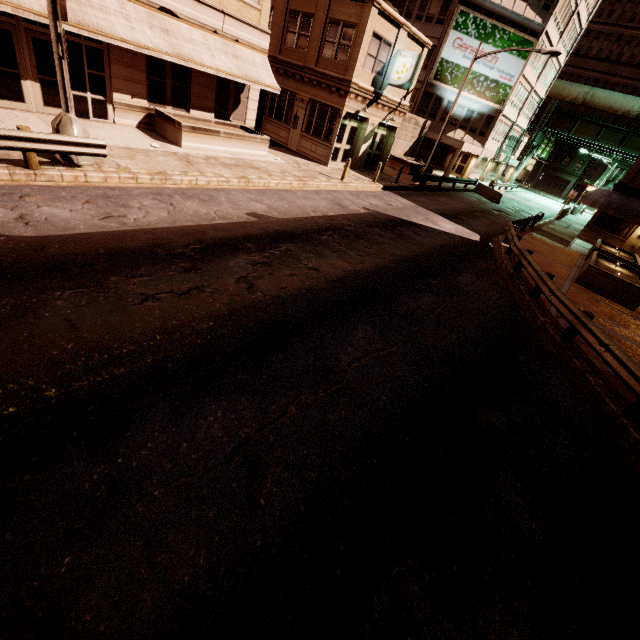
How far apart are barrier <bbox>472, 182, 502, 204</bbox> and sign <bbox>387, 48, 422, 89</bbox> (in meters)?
16.39

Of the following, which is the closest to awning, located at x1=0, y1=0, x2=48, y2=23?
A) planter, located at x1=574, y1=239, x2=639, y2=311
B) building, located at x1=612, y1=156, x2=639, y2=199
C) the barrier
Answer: planter, located at x1=574, y1=239, x2=639, y2=311

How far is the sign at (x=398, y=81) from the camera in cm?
Result: 1912

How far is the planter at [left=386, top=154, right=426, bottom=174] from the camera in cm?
2893

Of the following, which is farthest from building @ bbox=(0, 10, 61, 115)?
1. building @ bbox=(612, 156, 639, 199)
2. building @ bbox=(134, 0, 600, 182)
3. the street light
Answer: building @ bbox=(612, 156, 639, 199)

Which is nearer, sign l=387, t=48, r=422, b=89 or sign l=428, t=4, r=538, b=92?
sign l=387, t=48, r=422, b=89

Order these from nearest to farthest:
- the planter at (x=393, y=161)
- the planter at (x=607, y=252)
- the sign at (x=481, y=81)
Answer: the planter at (x=607, y=252) → the planter at (x=393, y=161) → the sign at (x=481, y=81)

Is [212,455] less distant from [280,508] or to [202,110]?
[280,508]
